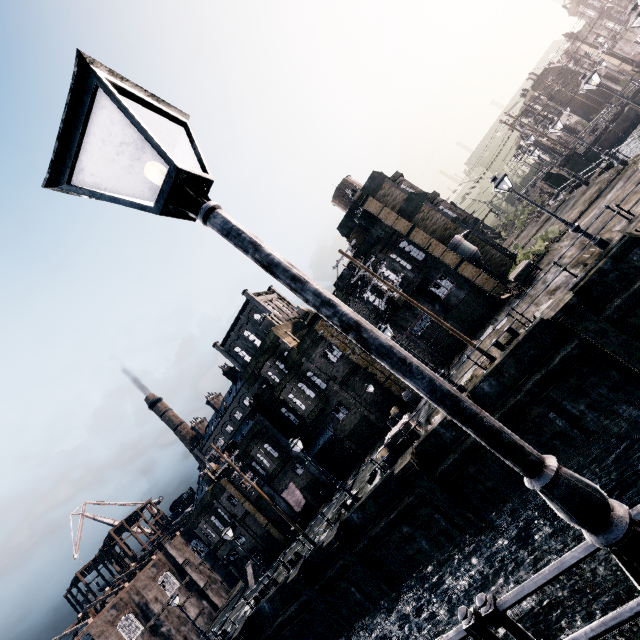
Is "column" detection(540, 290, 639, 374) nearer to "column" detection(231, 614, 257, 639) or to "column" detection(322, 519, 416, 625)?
"column" detection(322, 519, 416, 625)

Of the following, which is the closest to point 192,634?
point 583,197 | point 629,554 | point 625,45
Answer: point 629,554

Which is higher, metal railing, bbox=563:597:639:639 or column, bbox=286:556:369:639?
metal railing, bbox=563:597:639:639

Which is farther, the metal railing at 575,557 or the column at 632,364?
the column at 632,364

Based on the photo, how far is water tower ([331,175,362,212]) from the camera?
41.0m

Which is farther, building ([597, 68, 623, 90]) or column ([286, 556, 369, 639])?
building ([597, 68, 623, 90])

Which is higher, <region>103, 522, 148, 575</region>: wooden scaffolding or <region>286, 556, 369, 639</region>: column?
<region>103, 522, 148, 575</region>: wooden scaffolding

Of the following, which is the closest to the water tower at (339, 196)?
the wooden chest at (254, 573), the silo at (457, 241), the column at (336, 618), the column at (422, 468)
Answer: the silo at (457, 241)
